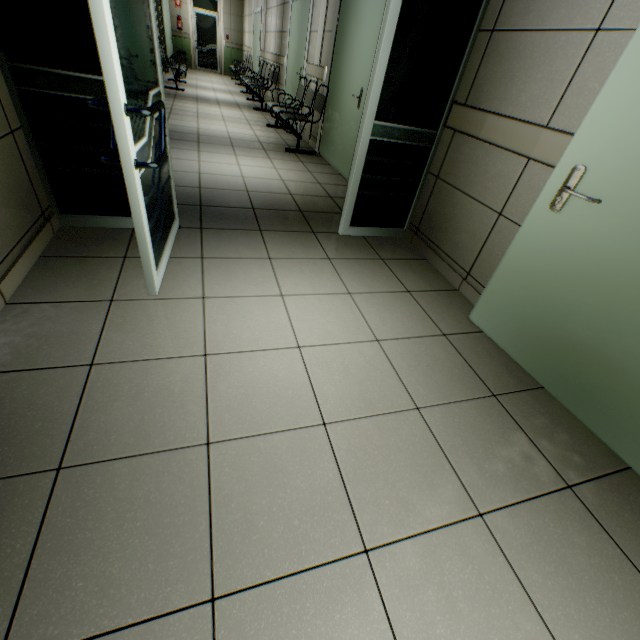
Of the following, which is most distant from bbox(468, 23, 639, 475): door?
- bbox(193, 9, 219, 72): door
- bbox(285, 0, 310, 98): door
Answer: bbox(193, 9, 219, 72): door

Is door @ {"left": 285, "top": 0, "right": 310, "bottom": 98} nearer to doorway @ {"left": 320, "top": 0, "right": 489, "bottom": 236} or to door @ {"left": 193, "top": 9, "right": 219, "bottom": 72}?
doorway @ {"left": 320, "top": 0, "right": 489, "bottom": 236}

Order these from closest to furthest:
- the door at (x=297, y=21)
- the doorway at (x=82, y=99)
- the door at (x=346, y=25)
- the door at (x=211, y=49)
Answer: the doorway at (x=82, y=99)
the door at (x=346, y=25)
the door at (x=297, y=21)
the door at (x=211, y=49)

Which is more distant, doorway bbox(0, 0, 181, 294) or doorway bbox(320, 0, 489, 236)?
doorway bbox(320, 0, 489, 236)

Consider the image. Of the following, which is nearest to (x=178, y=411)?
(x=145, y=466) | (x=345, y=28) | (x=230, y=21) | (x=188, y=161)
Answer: (x=145, y=466)

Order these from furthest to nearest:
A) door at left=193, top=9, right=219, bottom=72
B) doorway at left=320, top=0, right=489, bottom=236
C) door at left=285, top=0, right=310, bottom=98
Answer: door at left=193, top=9, right=219, bottom=72 → door at left=285, top=0, right=310, bottom=98 → doorway at left=320, top=0, right=489, bottom=236

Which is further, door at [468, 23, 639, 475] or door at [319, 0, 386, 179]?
door at [319, 0, 386, 179]

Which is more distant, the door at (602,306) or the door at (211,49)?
the door at (211,49)
